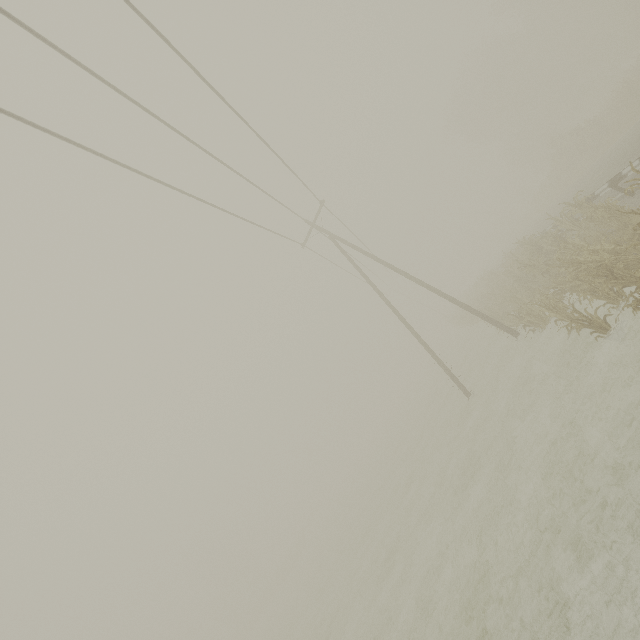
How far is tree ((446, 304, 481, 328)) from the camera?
29.6 meters

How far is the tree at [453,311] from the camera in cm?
2962

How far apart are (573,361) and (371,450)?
51.8m

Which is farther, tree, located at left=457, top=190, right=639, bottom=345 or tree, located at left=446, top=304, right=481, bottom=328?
tree, located at left=446, top=304, right=481, bottom=328

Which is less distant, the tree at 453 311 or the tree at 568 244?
the tree at 568 244
